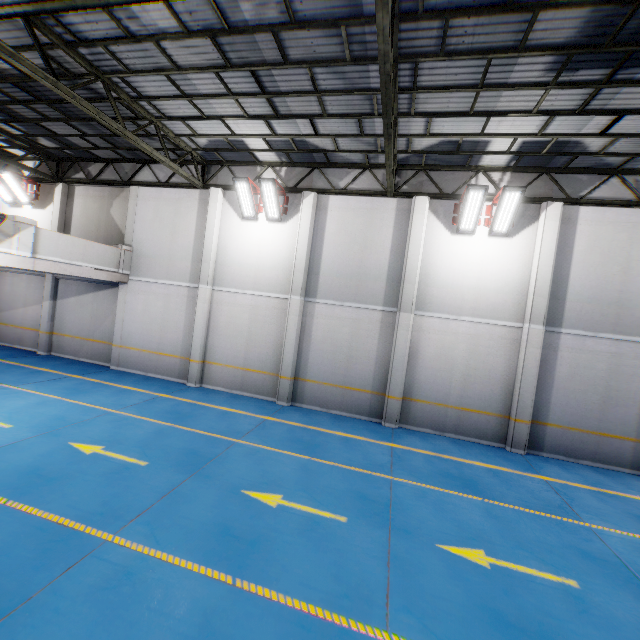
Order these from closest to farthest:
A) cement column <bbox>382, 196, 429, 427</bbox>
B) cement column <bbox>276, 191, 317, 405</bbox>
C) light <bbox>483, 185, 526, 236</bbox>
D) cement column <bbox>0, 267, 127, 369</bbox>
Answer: light <bbox>483, 185, 526, 236</bbox>
cement column <bbox>382, 196, 429, 427</bbox>
cement column <bbox>276, 191, 317, 405</bbox>
cement column <bbox>0, 267, 127, 369</bbox>

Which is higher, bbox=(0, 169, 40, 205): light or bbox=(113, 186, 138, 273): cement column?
bbox=(0, 169, 40, 205): light

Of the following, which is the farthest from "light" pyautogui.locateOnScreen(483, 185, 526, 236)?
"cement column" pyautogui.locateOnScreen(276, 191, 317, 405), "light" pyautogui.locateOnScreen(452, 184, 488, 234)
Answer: "cement column" pyautogui.locateOnScreen(276, 191, 317, 405)

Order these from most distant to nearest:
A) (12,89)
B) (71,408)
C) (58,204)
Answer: (58,204) → (12,89) → (71,408)

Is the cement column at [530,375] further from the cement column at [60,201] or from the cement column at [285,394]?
the cement column at [60,201]

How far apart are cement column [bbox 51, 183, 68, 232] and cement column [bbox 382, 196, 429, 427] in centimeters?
1547cm

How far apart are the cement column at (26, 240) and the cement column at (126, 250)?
3.2 meters

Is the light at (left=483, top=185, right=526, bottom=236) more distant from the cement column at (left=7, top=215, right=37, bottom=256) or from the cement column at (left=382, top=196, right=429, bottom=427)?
the cement column at (left=7, top=215, right=37, bottom=256)
